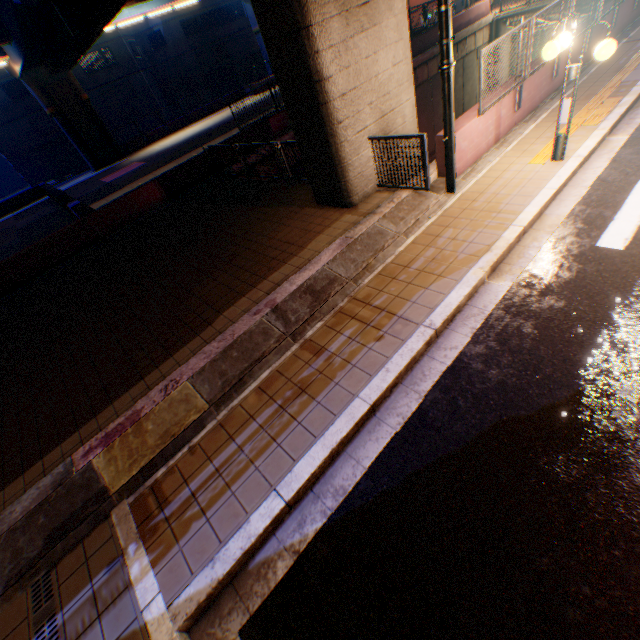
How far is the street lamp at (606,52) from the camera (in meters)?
5.34

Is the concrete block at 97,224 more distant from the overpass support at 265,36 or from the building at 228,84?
the building at 228,84

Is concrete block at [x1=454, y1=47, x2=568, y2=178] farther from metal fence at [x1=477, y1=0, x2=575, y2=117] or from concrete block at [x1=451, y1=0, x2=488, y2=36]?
concrete block at [x1=451, y1=0, x2=488, y2=36]

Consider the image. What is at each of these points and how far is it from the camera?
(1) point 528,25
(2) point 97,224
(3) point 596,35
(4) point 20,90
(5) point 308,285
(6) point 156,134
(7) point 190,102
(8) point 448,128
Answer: (1) metal fence, 7.1 meters
(2) concrete block, 12.0 meters
(3) concrete block, 10.3 meters
(4) building, 31.5 meters
(5) concrete curb, 6.0 meters
(6) concrete block, 30.6 meters
(7) building, 41.8 meters
(8) electric pole, 6.3 meters

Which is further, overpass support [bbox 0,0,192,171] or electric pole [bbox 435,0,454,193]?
overpass support [bbox 0,0,192,171]

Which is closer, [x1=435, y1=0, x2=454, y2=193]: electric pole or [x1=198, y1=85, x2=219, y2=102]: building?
[x1=435, y1=0, x2=454, y2=193]: electric pole

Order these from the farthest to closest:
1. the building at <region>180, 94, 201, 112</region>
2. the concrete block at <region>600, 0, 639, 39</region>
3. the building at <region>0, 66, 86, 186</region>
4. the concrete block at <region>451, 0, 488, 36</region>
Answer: the building at <region>180, 94, 201, 112</region> → the building at <region>0, 66, 86, 186</region> → the concrete block at <region>451, 0, 488, 36</region> → the concrete block at <region>600, 0, 639, 39</region>

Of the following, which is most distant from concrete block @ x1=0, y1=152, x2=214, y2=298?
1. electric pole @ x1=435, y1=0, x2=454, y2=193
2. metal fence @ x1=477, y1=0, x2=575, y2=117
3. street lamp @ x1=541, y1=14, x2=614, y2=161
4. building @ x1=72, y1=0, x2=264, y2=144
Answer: street lamp @ x1=541, y1=14, x2=614, y2=161
